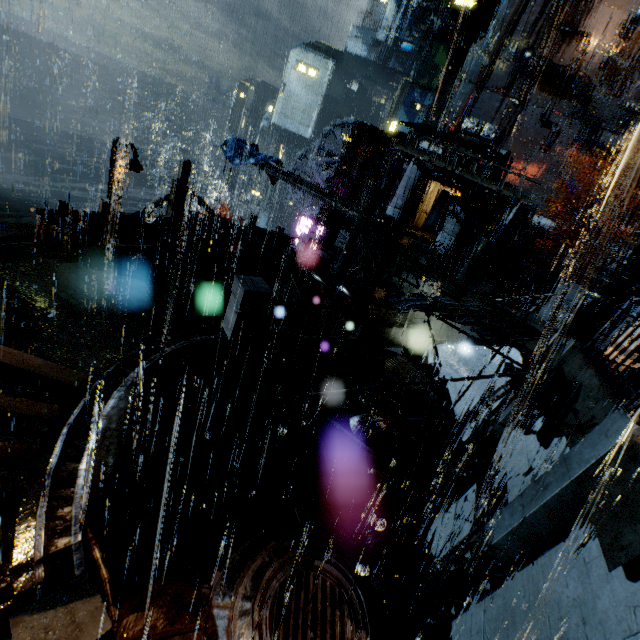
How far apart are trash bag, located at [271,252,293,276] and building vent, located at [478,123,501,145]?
38.9 meters

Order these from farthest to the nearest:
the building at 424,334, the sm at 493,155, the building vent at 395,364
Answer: the sm at 493,155, the building at 424,334, the building vent at 395,364

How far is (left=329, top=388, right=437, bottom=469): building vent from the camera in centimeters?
1164cm

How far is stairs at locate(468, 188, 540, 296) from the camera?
29.70m

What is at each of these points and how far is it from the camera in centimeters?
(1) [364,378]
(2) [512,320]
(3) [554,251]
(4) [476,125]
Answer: (1) building vent, 1273cm
(2) scaffolding, 686cm
(3) building vent, 3644cm
(4) building vent, 4053cm

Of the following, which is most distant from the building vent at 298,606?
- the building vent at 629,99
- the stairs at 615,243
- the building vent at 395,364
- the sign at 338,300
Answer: the building vent at 629,99

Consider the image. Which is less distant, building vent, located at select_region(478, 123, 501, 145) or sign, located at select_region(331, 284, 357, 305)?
sign, located at select_region(331, 284, 357, 305)

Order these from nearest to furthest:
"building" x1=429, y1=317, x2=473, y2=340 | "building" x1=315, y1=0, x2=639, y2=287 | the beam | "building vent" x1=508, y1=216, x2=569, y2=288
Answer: "building" x1=429, y1=317, x2=473, y2=340 < "building" x1=315, y1=0, x2=639, y2=287 < the beam < "building vent" x1=508, y1=216, x2=569, y2=288
